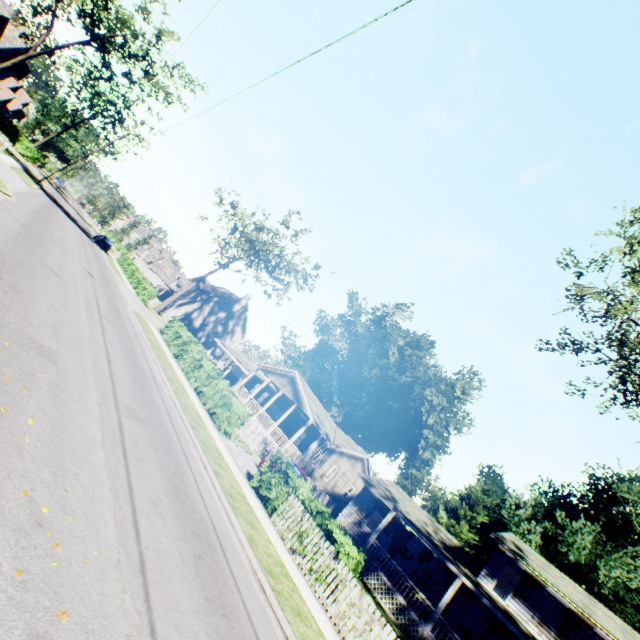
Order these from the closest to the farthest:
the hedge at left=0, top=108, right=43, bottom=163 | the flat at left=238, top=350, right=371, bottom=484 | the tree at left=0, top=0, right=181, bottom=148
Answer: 1. the tree at left=0, top=0, right=181, bottom=148
2. the flat at left=238, top=350, right=371, bottom=484
3. the hedge at left=0, top=108, right=43, bottom=163

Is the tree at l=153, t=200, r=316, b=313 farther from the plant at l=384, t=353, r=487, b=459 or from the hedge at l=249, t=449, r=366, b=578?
the hedge at l=249, t=449, r=366, b=578

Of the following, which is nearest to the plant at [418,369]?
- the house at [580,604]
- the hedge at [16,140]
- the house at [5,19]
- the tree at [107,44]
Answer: the house at [580,604]

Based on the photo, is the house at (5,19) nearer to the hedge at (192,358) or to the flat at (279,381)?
the hedge at (192,358)

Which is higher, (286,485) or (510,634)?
(510,634)

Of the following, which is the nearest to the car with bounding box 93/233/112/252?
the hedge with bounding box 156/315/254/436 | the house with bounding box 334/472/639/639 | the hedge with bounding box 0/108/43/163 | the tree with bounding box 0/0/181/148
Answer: the tree with bounding box 0/0/181/148

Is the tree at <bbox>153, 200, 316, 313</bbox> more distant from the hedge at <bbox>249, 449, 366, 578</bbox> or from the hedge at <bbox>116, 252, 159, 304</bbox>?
the hedge at <bbox>249, 449, 366, 578</bbox>

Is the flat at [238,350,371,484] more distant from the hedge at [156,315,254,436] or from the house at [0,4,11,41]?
Result: the house at [0,4,11,41]
